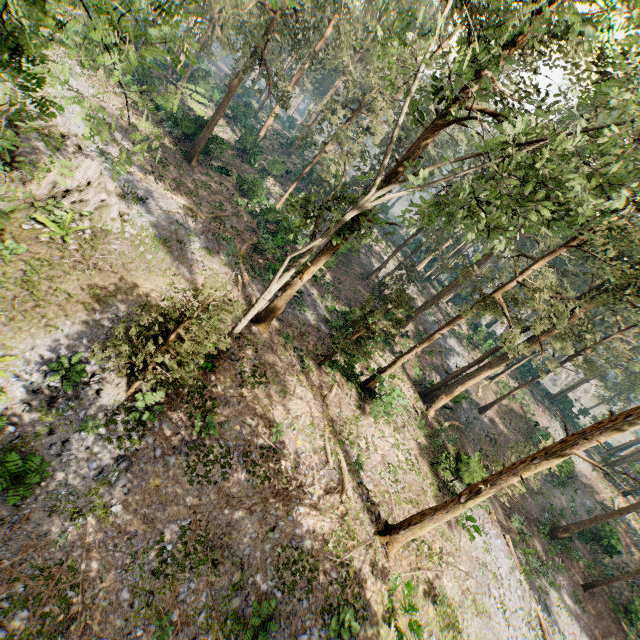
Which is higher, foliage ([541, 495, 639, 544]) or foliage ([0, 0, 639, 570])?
→ foliage ([0, 0, 639, 570])

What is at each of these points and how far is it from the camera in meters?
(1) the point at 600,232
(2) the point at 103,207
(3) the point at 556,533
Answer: (1) foliage, 15.5 m
(2) rock, 16.3 m
(3) foliage, 27.6 m

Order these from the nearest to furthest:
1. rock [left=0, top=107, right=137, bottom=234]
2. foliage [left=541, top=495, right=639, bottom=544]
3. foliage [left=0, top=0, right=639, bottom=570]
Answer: foliage [left=0, top=0, right=639, bottom=570], rock [left=0, top=107, right=137, bottom=234], foliage [left=541, top=495, right=639, bottom=544]

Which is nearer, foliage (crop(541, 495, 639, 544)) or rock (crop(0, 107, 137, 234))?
rock (crop(0, 107, 137, 234))

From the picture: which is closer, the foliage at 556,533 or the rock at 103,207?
the rock at 103,207

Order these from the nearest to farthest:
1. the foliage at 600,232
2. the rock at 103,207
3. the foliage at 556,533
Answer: the foliage at 600,232 → the rock at 103,207 → the foliage at 556,533

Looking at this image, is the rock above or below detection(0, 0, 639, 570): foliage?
below
